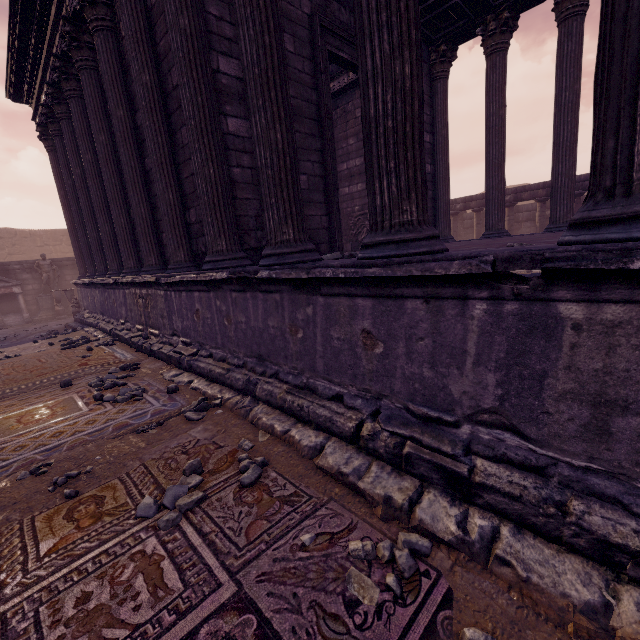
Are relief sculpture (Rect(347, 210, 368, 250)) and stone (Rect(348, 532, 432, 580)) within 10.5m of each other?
yes

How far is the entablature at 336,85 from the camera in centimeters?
944cm

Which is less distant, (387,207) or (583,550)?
(583,550)

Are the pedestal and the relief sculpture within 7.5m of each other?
no

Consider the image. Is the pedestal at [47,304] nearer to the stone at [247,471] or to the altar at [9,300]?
the altar at [9,300]

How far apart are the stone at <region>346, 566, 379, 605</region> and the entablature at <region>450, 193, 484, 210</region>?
13.7 meters

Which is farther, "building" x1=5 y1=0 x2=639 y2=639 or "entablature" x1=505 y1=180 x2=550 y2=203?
"entablature" x1=505 y1=180 x2=550 y2=203

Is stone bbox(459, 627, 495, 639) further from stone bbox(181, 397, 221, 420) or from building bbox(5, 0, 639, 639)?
stone bbox(181, 397, 221, 420)
